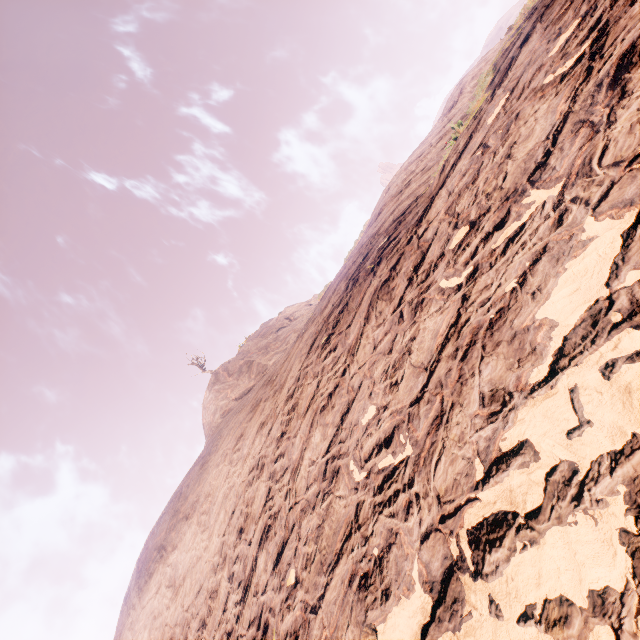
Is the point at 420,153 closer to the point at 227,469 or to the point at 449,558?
the point at 449,558
